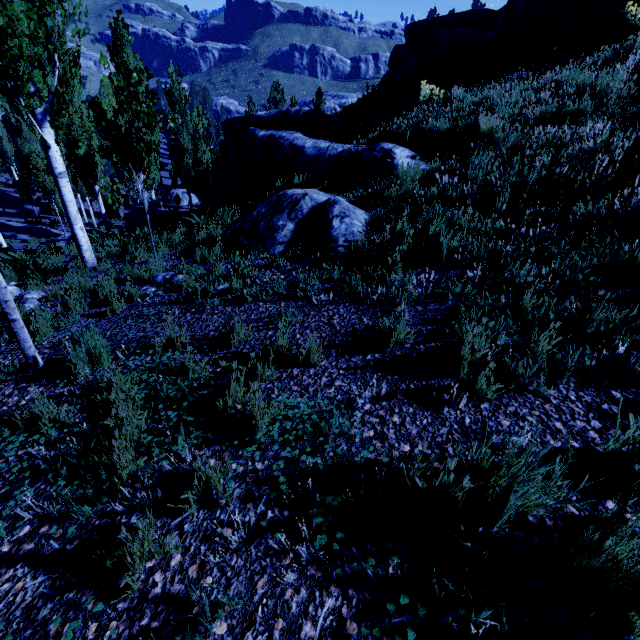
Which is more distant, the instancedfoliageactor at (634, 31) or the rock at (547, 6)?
the rock at (547, 6)

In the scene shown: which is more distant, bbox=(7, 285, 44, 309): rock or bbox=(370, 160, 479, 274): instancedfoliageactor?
bbox=(7, 285, 44, 309): rock

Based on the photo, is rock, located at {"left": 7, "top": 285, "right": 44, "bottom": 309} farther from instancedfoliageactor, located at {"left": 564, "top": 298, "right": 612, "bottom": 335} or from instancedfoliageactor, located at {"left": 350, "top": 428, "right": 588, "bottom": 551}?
instancedfoliageactor, located at {"left": 350, "top": 428, "right": 588, "bottom": 551}

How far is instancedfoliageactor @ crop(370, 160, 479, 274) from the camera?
4.1 meters

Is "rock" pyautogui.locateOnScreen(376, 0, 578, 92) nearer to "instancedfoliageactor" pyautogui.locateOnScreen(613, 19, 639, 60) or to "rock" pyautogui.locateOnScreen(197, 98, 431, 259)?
"rock" pyautogui.locateOnScreen(197, 98, 431, 259)

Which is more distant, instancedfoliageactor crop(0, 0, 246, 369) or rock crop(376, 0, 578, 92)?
rock crop(376, 0, 578, 92)

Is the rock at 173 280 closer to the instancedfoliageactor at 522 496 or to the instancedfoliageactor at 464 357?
the instancedfoliageactor at 464 357

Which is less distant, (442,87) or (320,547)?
(320,547)
